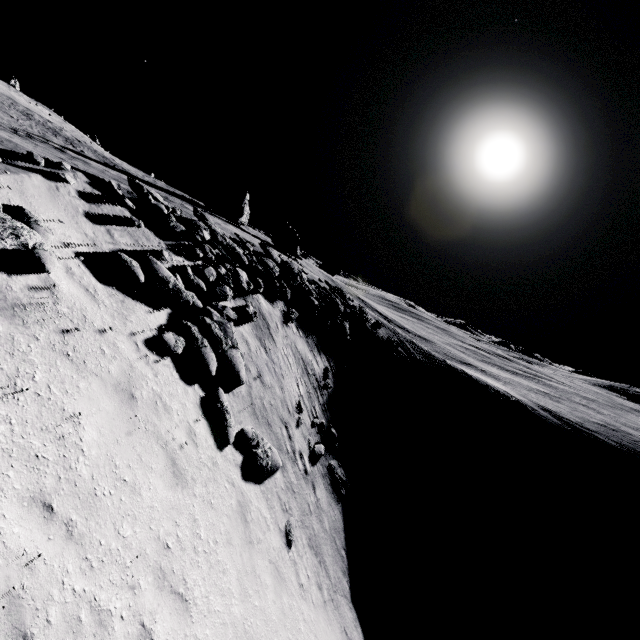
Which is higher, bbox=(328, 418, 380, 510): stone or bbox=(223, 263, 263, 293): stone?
bbox=(223, 263, 263, 293): stone

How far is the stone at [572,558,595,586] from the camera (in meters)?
30.80

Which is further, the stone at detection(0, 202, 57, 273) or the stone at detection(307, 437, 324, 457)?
the stone at detection(307, 437, 324, 457)

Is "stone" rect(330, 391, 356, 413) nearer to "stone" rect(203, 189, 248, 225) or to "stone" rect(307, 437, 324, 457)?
"stone" rect(307, 437, 324, 457)

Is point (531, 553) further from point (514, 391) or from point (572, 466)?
point (514, 391)

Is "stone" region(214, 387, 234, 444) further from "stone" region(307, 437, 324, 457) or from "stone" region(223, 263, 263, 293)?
"stone" region(223, 263, 263, 293)

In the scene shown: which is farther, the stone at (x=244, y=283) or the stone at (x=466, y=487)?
the stone at (x=466, y=487)

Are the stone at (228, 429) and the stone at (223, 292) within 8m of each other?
yes
